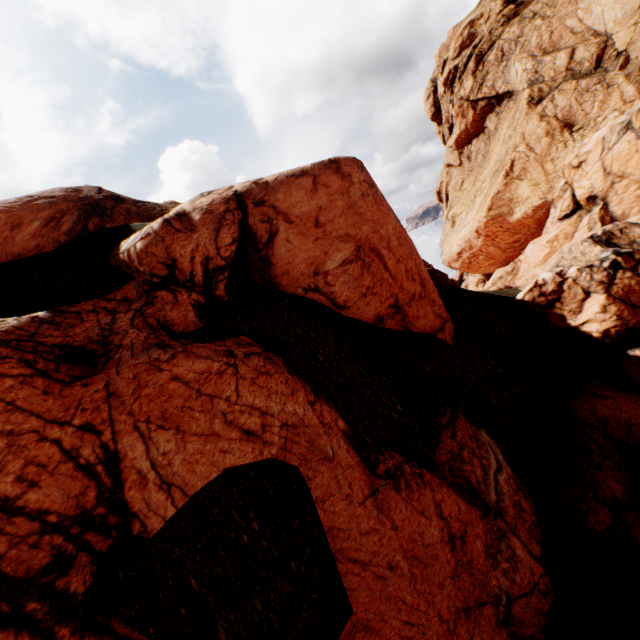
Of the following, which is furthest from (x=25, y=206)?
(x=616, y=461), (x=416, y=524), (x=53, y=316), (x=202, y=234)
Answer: (x=616, y=461)
